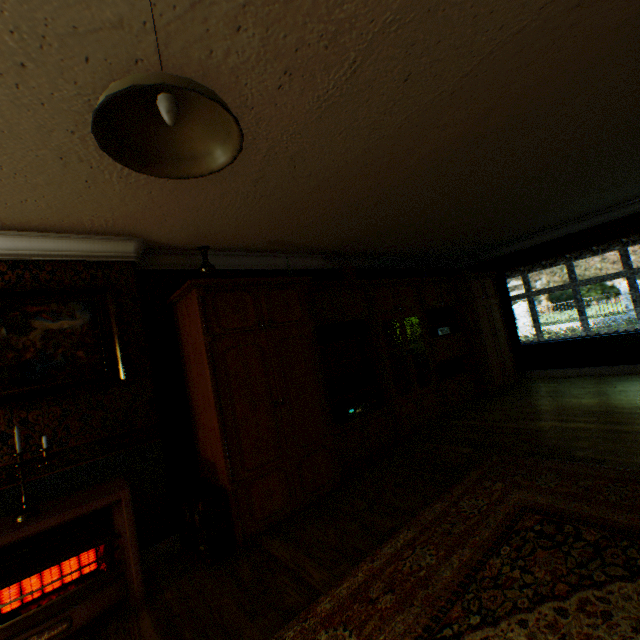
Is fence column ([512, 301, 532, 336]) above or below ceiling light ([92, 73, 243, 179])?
below

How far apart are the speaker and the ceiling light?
4.1 meters

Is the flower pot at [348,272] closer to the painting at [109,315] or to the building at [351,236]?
the building at [351,236]

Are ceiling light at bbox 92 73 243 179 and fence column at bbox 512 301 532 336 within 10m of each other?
no

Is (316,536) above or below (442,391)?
below

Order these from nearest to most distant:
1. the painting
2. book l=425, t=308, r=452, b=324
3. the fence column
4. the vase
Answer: the painting → the vase → book l=425, t=308, r=452, b=324 → the fence column

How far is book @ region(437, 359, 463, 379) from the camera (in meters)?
6.23

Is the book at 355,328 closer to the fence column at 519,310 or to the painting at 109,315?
the painting at 109,315
